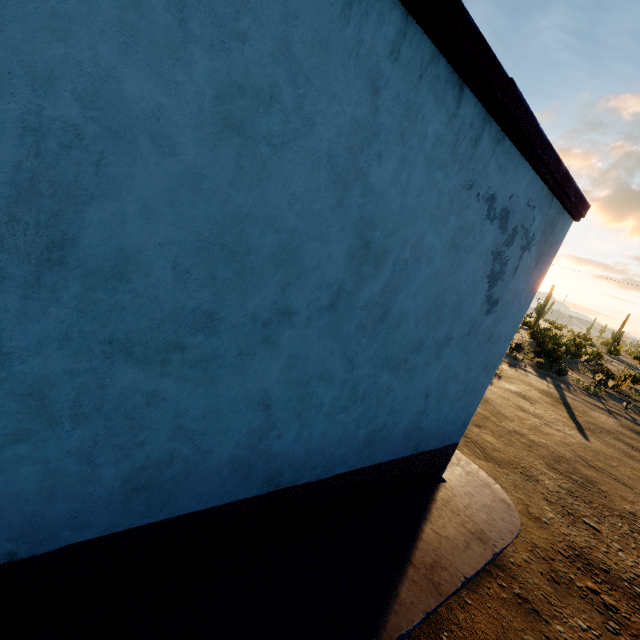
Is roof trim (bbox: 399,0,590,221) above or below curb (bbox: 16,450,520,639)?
above

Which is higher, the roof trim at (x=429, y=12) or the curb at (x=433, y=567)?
the roof trim at (x=429, y=12)

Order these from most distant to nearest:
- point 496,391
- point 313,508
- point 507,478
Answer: point 496,391, point 507,478, point 313,508
